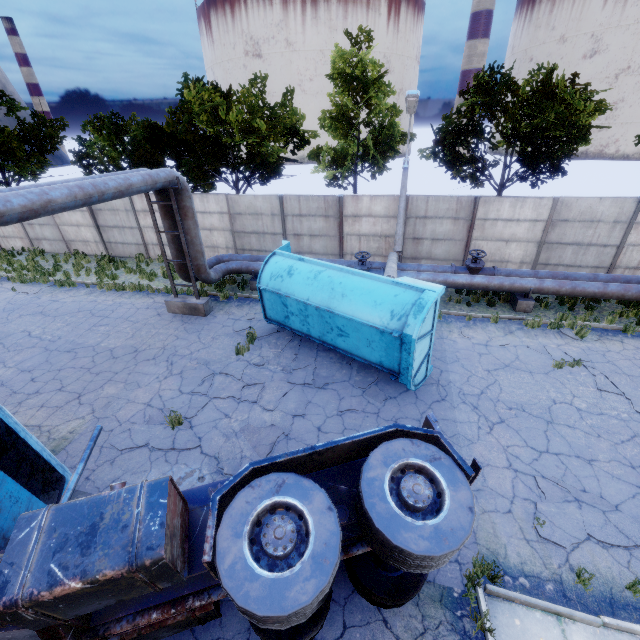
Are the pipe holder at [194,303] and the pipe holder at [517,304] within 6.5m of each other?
no

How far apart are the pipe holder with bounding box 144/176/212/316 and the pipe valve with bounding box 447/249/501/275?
9.8m

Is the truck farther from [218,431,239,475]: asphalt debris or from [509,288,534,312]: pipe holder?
[509,288,534,312]: pipe holder

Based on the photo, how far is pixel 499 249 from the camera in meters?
14.2 m

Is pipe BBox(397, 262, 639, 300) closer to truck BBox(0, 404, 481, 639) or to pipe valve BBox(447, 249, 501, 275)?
pipe valve BBox(447, 249, 501, 275)

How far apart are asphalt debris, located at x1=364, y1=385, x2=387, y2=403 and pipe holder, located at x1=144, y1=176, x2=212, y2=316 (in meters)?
6.53

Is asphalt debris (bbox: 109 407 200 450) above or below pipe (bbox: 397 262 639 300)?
below

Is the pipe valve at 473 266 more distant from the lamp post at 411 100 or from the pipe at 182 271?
the lamp post at 411 100
